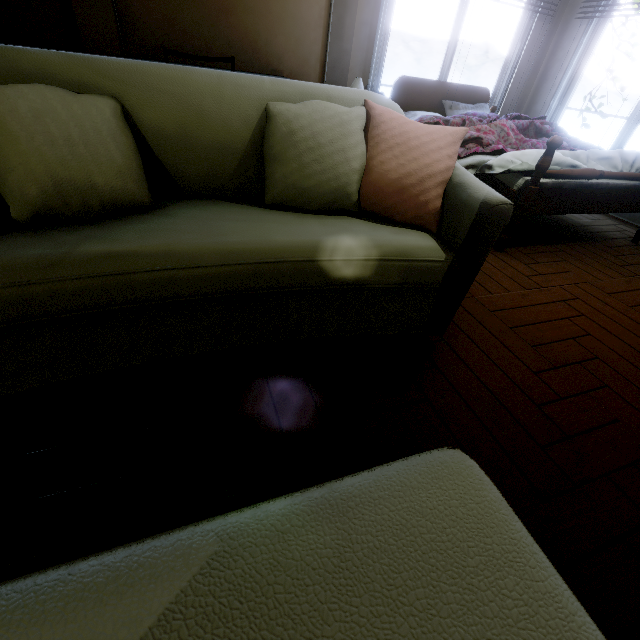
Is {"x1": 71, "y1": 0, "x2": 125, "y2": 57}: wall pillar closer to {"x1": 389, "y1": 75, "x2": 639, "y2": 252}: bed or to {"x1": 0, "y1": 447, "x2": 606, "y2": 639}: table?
{"x1": 389, "y1": 75, "x2": 639, "y2": 252}: bed

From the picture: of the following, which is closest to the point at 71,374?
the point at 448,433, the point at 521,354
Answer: the point at 448,433

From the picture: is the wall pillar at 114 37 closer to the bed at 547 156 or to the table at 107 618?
the bed at 547 156

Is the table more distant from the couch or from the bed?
the bed

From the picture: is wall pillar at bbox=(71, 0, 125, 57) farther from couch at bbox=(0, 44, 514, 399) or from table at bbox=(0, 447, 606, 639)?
table at bbox=(0, 447, 606, 639)

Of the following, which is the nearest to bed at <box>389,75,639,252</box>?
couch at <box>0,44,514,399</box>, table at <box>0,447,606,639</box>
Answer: couch at <box>0,44,514,399</box>

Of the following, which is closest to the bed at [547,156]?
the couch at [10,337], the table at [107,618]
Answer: the couch at [10,337]

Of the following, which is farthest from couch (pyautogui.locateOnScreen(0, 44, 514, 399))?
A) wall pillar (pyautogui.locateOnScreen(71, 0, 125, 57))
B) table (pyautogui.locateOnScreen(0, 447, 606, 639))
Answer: wall pillar (pyautogui.locateOnScreen(71, 0, 125, 57))
